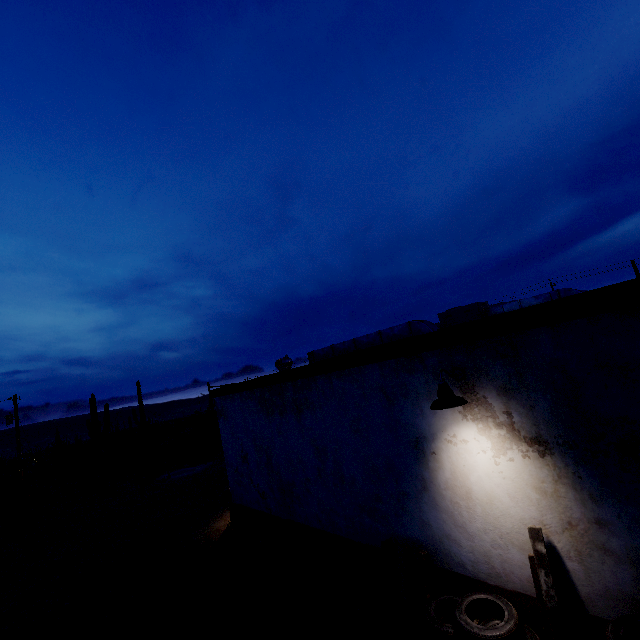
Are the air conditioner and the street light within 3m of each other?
no

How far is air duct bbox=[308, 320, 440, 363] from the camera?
8.2 meters

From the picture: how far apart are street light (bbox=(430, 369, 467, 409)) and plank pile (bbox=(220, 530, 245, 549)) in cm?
717

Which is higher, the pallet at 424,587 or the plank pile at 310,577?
the pallet at 424,587

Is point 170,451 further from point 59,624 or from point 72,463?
point 72,463

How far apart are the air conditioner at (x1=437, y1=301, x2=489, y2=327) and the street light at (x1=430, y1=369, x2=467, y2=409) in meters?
6.8 m

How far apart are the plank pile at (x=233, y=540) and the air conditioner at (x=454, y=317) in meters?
8.6

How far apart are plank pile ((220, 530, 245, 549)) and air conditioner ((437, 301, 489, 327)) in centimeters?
863cm
